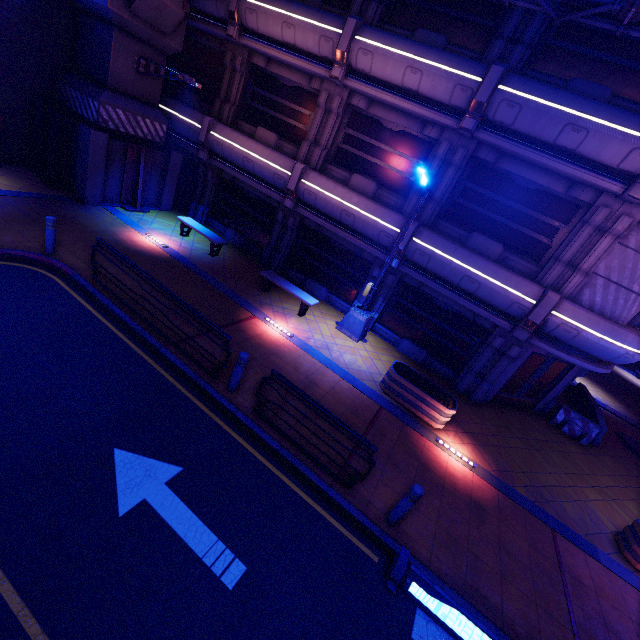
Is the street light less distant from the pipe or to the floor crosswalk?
the pipe

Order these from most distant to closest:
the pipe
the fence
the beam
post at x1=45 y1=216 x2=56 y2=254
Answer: the fence, post at x1=45 y1=216 x2=56 y2=254, the beam, the pipe

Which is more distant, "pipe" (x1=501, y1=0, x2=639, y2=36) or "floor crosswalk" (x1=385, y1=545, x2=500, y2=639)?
"pipe" (x1=501, y1=0, x2=639, y2=36)

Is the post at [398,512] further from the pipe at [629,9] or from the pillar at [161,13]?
the pillar at [161,13]

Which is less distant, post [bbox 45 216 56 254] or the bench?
post [bbox 45 216 56 254]

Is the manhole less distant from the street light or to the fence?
the fence

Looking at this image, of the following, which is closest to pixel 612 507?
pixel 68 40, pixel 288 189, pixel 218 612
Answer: pixel 218 612

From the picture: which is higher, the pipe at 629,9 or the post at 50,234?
the pipe at 629,9
